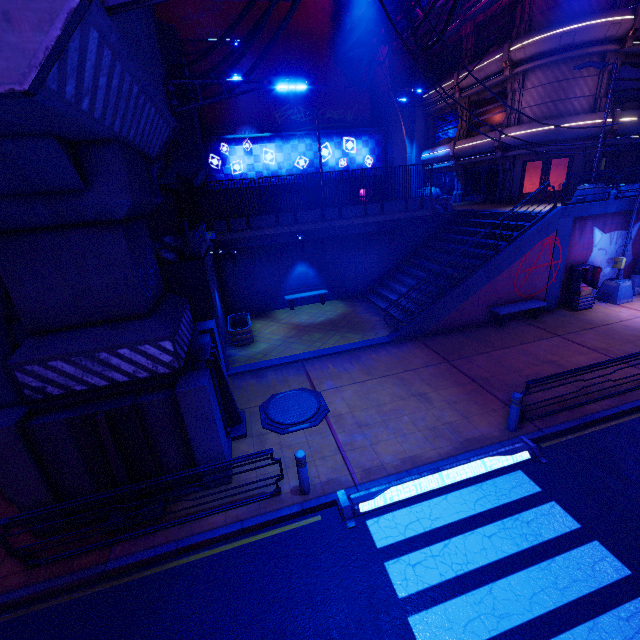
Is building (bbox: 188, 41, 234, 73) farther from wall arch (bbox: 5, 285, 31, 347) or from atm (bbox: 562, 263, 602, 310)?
atm (bbox: 562, 263, 602, 310)

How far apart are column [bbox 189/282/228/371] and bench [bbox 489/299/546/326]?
11.26m

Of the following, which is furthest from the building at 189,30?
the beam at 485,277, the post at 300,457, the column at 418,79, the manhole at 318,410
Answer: the post at 300,457

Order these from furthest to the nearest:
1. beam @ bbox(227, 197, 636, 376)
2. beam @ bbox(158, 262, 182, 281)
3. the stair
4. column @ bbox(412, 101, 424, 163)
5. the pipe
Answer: column @ bbox(412, 101, 424, 163) → the stair → the pipe → beam @ bbox(227, 197, 636, 376) → beam @ bbox(158, 262, 182, 281)

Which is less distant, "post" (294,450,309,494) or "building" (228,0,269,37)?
"post" (294,450,309,494)

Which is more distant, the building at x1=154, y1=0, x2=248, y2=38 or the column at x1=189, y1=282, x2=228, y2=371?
the building at x1=154, y1=0, x2=248, y2=38

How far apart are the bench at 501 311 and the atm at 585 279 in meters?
Result: 1.8 m

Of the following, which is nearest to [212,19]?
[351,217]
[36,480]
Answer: [351,217]
